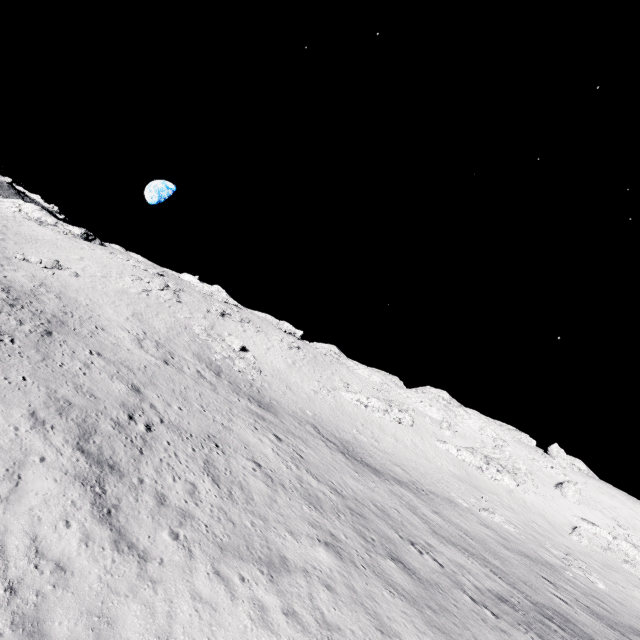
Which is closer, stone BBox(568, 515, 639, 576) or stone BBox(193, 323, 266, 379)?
stone BBox(568, 515, 639, 576)

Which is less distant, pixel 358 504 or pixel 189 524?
pixel 189 524

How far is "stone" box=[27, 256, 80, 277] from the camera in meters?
32.8

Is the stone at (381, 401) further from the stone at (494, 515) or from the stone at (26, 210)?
the stone at (26, 210)

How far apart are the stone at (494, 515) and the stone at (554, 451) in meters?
30.0

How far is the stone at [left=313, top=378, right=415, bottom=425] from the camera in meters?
47.9 m

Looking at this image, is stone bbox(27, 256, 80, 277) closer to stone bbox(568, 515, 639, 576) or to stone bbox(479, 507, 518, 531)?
stone bbox(479, 507, 518, 531)

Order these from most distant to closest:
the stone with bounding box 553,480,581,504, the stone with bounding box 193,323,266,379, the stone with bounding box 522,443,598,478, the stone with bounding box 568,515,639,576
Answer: the stone with bounding box 522,443,598,478
the stone with bounding box 553,480,581,504
the stone with bounding box 193,323,266,379
the stone with bounding box 568,515,639,576
